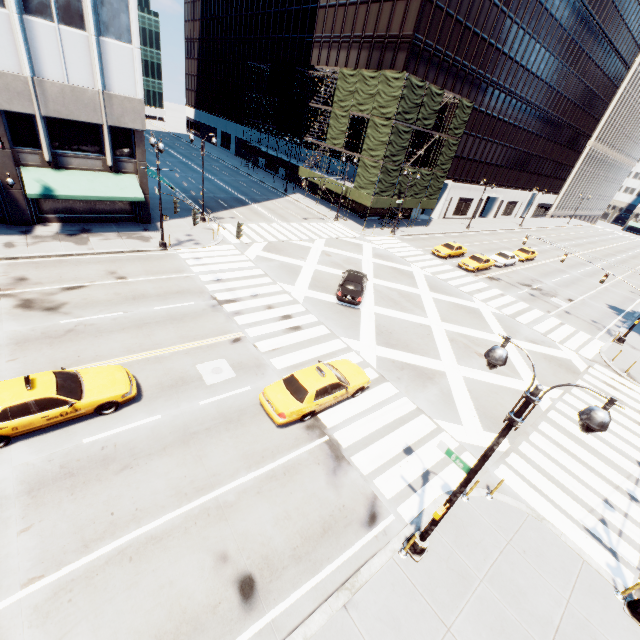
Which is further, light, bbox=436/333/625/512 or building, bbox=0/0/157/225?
building, bbox=0/0/157/225

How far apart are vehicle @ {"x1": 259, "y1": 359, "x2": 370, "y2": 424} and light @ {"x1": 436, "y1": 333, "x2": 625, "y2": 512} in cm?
524

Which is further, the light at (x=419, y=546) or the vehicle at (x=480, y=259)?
the vehicle at (x=480, y=259)

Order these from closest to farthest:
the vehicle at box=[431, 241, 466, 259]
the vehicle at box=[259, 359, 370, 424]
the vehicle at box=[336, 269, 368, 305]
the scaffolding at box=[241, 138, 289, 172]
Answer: the vehicle at box=[259, 359, 370, 424] < the vehicle at box=[336, 269, 368, 305] < the vehicle at box=[431, 241, 466, 259] < the scaffolding at box=[241, 138, 289, 172]

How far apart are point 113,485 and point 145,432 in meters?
2.0 m

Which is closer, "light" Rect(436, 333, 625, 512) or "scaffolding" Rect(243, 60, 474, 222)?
"light" Rect(436, 333, 625, 512)

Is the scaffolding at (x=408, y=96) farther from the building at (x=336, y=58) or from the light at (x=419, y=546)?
the light at (x=419, y=546)

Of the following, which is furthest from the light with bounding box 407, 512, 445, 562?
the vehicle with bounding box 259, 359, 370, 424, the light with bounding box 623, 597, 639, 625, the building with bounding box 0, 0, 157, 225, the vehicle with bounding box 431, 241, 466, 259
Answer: the vehicle with bounding box 431, 241, 466, 259
